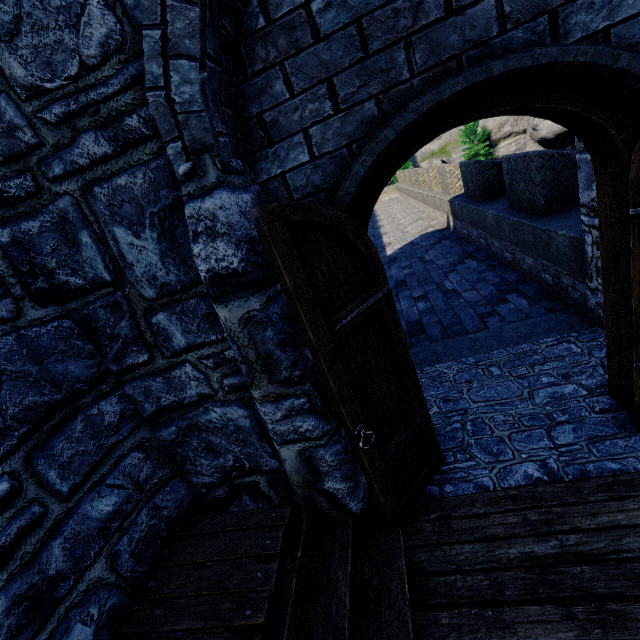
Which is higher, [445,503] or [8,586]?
[8,586]
